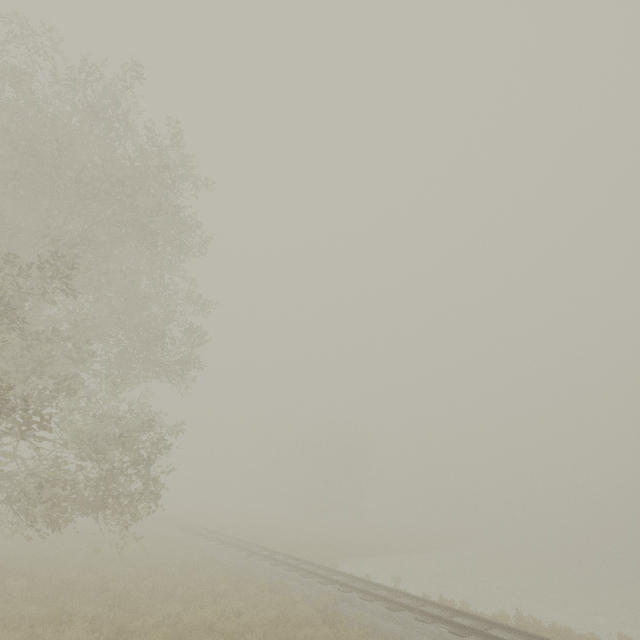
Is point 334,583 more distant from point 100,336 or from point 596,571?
point 596,571
